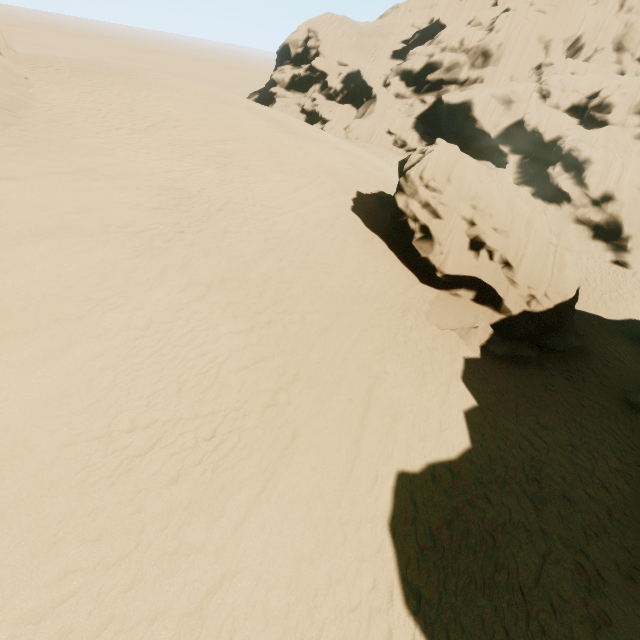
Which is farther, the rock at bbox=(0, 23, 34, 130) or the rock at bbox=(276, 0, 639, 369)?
the rock at bbox=(276, 0, 639, 369)

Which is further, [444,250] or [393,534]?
[444,250]

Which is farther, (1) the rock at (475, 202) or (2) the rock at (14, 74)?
(1) the rock at (475, 202)
